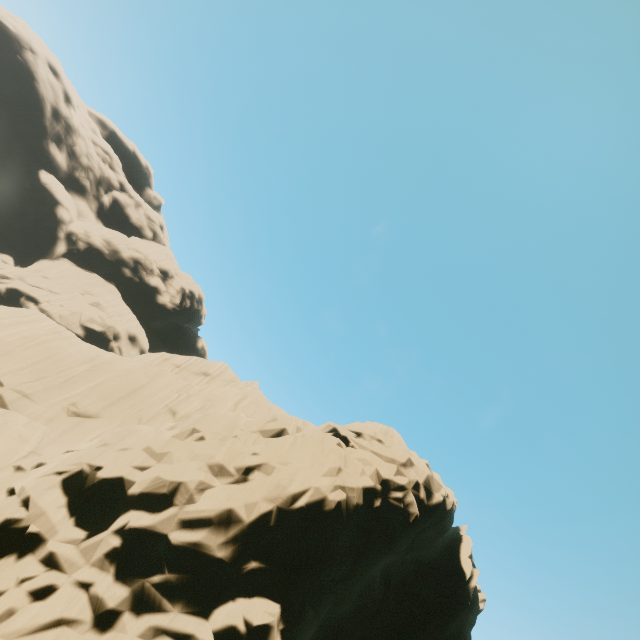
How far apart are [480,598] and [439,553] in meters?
3.5
